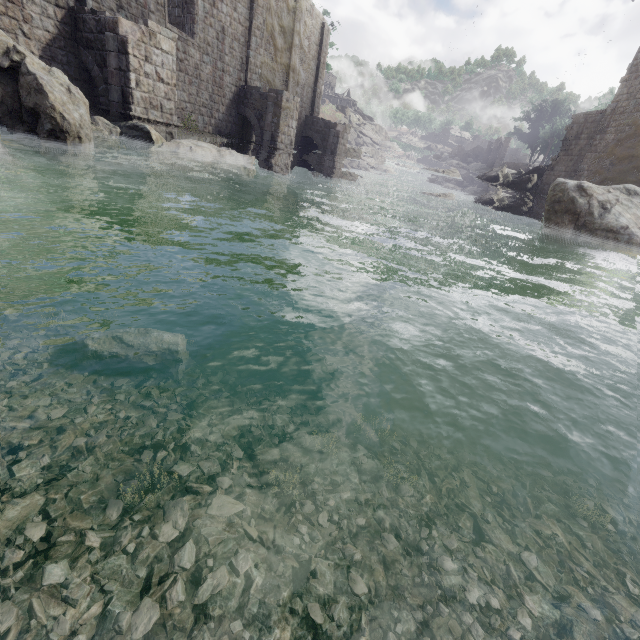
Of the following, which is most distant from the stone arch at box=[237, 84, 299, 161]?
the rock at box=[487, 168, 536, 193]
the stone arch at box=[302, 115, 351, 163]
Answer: the rock at box=[487, 168, 536, 193]

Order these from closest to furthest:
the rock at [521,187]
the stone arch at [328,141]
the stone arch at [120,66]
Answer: the stone arch at [120,66]
the stone arch at [328,141]
the rock at [521,187]

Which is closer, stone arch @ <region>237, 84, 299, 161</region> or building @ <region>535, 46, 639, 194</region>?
stone arch @ <region>237, 84, 299, 161</region>

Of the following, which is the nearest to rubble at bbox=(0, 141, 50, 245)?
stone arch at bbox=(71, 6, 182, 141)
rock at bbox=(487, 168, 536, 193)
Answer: stone arch at bbox=(71, 6, 182, 141)

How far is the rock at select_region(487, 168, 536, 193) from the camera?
32.0 meters

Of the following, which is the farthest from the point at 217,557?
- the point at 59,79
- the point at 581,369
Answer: the point at 59,79

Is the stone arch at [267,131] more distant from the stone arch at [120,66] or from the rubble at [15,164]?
the rubble at [15,164]

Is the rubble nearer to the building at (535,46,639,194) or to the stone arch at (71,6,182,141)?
the building at (535,46,639,194)
